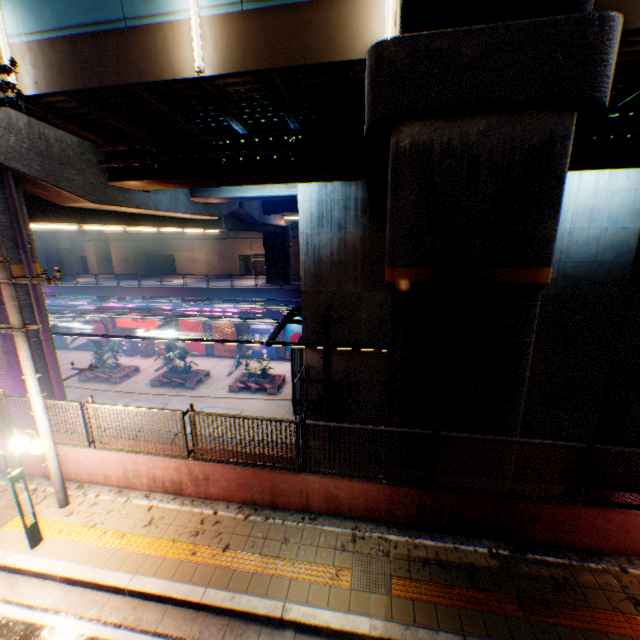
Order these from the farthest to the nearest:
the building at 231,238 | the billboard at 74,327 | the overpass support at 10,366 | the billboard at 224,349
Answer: the building at 231,238
the billboard at 74,327
the billboard at 224,349
the overpass support at 10,366

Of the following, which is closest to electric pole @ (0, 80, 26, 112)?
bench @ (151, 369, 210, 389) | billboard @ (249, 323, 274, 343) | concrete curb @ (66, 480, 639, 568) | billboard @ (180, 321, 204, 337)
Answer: concrete curb @ (66, 480, 639, 568)

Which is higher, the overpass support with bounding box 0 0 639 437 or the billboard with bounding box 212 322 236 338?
the overpass support with bounding box 0 0 639 437

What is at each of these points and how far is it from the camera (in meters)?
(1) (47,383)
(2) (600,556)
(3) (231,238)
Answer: (1) overpass support, 10.48
(2) concrete curb, 5.86
(3) building, 50.88

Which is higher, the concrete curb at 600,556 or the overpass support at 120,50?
the overpass support at 120,50

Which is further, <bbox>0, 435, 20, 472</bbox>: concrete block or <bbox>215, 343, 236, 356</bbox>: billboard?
<bbox>215, 343, 236, 356</bbox>: billboard

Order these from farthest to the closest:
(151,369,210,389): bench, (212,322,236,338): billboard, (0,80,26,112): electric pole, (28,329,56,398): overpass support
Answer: (212,322,236,338): billboard, (151,369,210,389): bench, (28,329,56,398): overpass support, (0,80,26,112): electric pole

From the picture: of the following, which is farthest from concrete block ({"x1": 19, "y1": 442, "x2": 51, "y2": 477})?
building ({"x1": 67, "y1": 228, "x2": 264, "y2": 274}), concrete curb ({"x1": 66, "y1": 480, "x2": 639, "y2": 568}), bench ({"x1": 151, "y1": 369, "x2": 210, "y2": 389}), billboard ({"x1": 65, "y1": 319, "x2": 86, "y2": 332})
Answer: building ({"x1": 67, "y1": 228, "x2": 264, "y2": 274})
